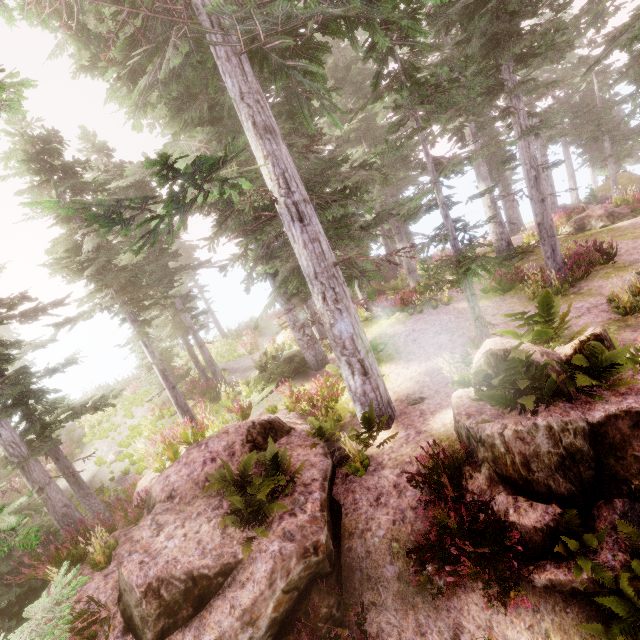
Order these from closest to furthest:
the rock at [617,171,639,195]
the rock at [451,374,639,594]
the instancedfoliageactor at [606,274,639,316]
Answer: the rock at [451,374,639,594] → the instancedfoliageactor at [606,274,639,316] → the rock at [617,171,639,195]

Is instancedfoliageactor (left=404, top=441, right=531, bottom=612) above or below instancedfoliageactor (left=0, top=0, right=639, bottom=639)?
below

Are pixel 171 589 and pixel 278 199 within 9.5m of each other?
yes

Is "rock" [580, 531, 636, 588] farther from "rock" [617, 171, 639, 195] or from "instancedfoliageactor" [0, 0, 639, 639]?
→ "rock" [617, 171, 639, 195]

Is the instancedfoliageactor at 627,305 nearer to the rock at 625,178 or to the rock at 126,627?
the rock at 126,627

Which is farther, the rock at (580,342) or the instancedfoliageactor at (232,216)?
the instancedfoliageactor at (232,216)

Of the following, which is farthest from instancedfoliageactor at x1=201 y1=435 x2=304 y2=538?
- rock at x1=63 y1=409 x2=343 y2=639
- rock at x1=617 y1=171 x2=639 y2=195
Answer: rock at x1=617 y1=171 x2=639 y2=195

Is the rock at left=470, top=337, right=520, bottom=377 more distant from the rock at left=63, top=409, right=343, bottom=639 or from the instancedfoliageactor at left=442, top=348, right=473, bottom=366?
the rock at left=63, top=409, right=343, bottom=639
